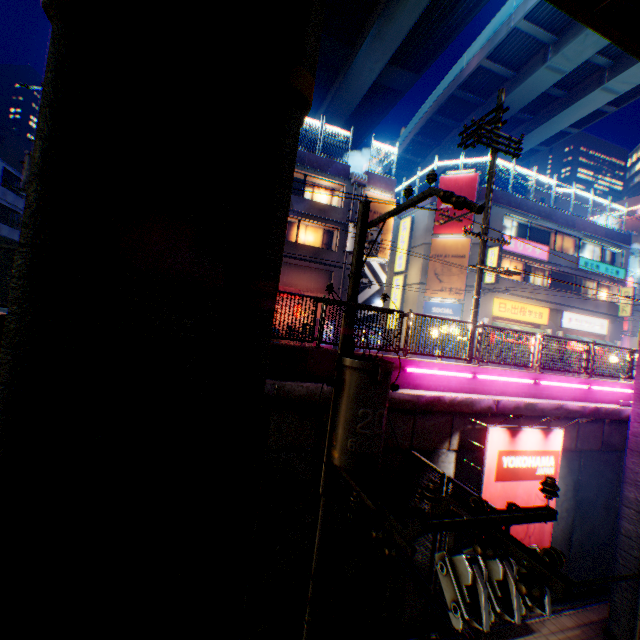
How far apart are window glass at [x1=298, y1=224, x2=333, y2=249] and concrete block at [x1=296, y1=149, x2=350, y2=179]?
3.43m

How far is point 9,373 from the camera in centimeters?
357cm

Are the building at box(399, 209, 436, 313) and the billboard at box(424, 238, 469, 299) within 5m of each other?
yes

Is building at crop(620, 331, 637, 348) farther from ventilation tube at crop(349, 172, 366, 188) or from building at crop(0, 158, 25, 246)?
ventilation tube at crop(349, 172, 366, 188)

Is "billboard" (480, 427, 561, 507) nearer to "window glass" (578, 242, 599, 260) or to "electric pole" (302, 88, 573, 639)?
"electric pole" (302, 88, 573, 639)

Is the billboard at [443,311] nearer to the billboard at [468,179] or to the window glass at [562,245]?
the billboard at [468,179]

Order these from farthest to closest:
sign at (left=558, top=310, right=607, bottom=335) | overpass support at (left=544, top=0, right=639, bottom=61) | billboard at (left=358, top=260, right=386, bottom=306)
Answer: sign at (left=558, top=310, right=607, bottom=335)
billboard at (left=358, top=260, right=386, bottom=306)
overpass support at (left=544, top=0, right=639, bottom=61)

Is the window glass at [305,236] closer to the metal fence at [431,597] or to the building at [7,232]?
the building at [7,232]
